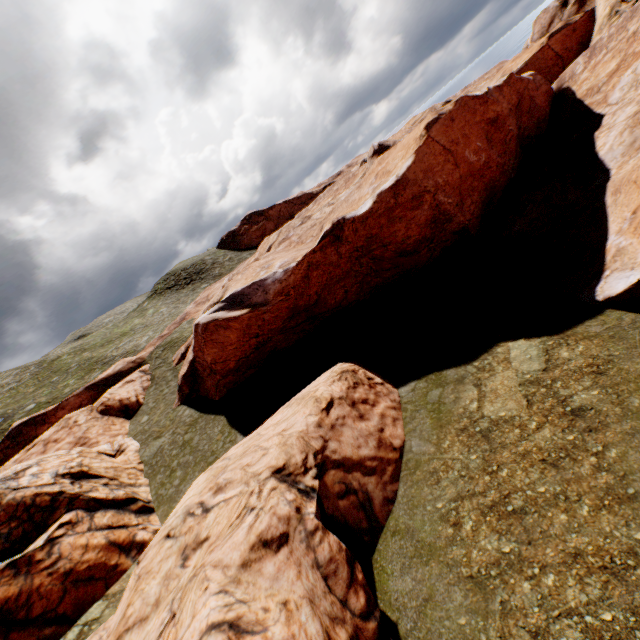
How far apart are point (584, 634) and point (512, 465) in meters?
4.2 m
